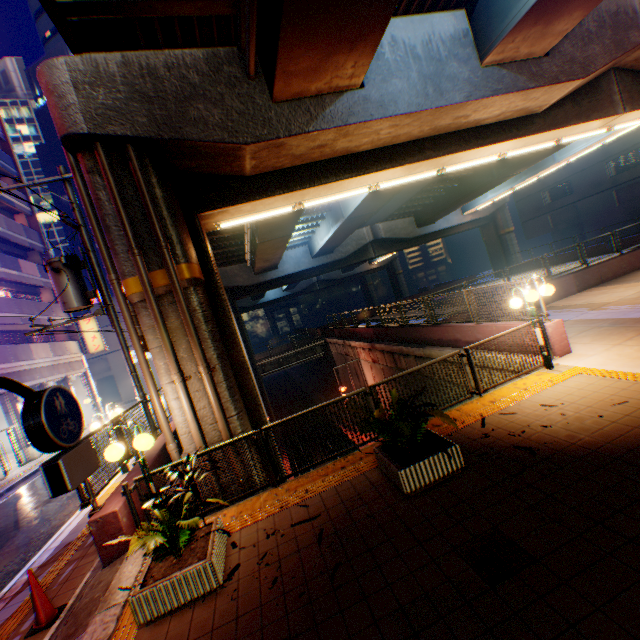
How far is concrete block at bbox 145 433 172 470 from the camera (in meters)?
7.89

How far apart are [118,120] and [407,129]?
6.6m

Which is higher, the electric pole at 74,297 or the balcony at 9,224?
the balcony at 9,224

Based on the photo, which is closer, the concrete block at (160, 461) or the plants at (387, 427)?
the plants at (387, 427)

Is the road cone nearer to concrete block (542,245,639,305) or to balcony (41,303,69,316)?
concrete block (542,245,639,305)

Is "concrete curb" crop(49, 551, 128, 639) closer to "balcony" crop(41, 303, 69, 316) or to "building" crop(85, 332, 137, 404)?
"building" crop(85, 332, 137, 404)

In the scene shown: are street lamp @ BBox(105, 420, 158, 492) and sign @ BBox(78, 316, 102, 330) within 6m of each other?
no

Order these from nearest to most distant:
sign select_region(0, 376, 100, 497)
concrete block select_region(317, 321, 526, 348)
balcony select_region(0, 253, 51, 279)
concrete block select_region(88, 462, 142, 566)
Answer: sign select_region(0, 376, 100, 497) < concrete block select_region(88, 462, 142, 566) < concrete block select_region(317, 321, 526, 348) < balcony select_region(0, 253, 51, 279)
